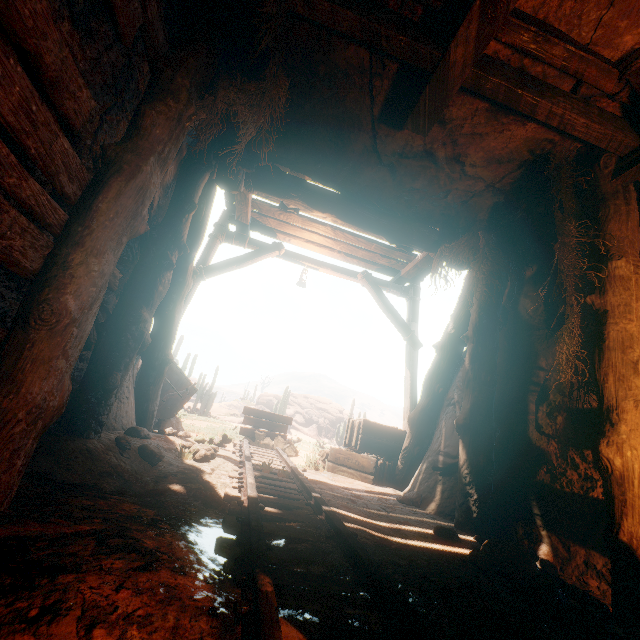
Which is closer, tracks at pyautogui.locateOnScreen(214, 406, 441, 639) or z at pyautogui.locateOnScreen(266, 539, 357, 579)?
tracks at pyautogui.locateOnScreen(214, 406, 441, 639)

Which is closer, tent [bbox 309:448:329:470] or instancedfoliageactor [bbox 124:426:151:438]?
instancedfoliageactor [bbox 124:426:151:438]

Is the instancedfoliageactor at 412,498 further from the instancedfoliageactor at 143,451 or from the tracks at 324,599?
the instancedfoliageactor at 143,451

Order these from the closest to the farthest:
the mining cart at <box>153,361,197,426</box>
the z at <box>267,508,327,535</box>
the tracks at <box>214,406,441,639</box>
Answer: the tracks at <box>214,406,441,639</box>
the z at <box>267,508,327,535</box>
the mining cart at <box>153,361,197,426</box>

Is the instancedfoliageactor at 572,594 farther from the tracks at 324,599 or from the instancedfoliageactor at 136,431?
the instancedfoliageactor at 136,431

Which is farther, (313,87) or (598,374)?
(313,87)

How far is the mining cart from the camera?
6.4 meters

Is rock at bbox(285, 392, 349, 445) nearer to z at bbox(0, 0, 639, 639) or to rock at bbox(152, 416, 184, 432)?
z at bbox(0, 0, 639, 639)
